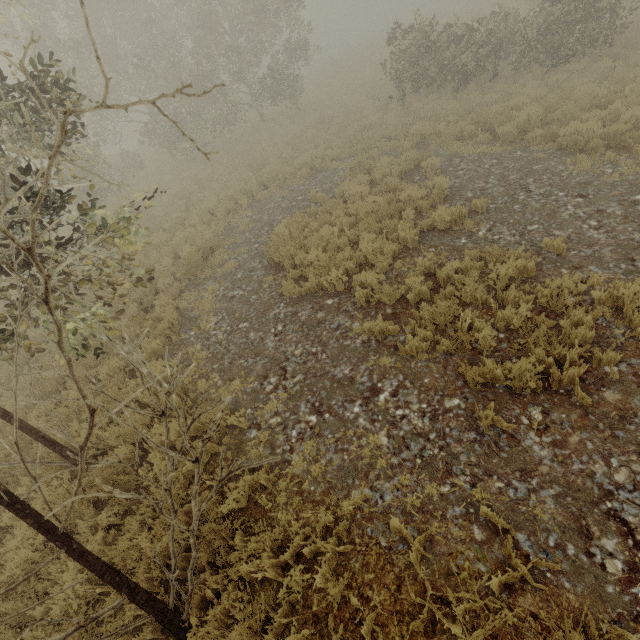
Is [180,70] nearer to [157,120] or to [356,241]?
[157,120]
